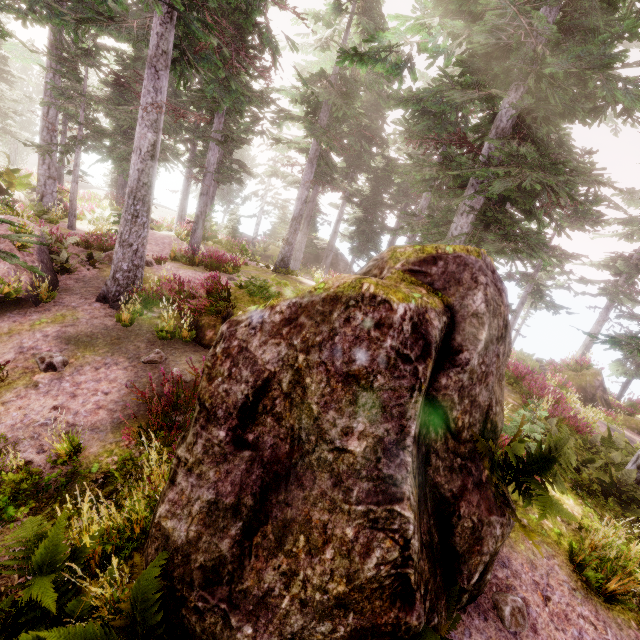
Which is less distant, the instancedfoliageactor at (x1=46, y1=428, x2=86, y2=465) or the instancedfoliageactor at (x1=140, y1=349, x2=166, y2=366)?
the instancedfoliageactor at (x1=46, y1=428, x2=86, y2=465)

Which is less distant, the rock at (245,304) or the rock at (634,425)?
the rock at (245,304)

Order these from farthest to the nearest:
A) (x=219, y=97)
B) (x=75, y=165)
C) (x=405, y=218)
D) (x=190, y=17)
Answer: (x=405, y=218) < (x=75, y=165) < (x=219, y=97) < (x=190, y=17)

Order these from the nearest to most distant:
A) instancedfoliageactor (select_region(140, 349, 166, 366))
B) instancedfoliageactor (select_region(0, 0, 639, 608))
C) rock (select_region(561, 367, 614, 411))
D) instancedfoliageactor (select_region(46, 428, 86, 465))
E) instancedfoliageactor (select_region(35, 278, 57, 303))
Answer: instancedfoliageactor (select_region(46, 428, 86, 465)) < instancedfoliageactor (select_region(140, 349, 166, 366)) < instancedfoliageactor (select_region(0, 0, 639, 608)) < instancedfoliageactor (select_region(35, 278, 57, 303)) < rock (select_region(561, 367, 614, 411))

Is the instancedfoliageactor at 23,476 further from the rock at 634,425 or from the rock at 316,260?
the rock at 634,425

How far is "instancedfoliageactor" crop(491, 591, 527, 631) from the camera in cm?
425
